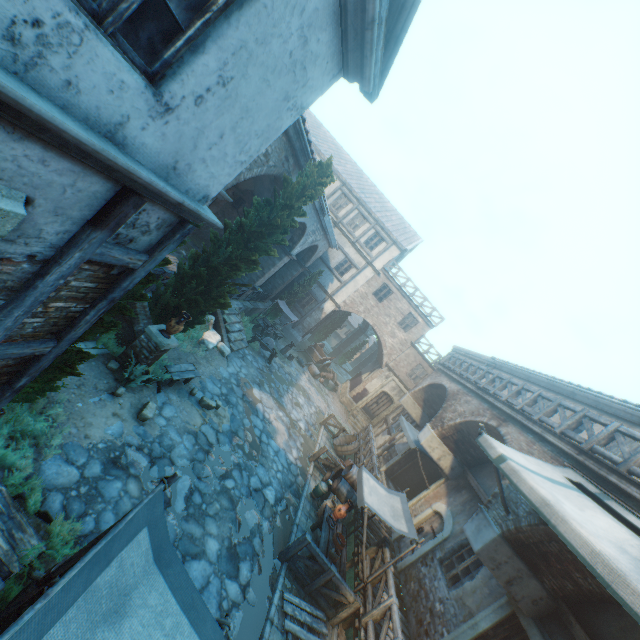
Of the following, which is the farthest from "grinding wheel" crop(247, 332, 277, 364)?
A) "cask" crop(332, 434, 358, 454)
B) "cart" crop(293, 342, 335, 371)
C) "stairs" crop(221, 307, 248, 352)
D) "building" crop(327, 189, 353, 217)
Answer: "cart" crop(293, 342, 335, 371)

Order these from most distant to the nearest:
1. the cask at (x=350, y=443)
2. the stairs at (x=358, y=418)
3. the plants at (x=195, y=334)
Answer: the stairs at (x=358, y=418)
the cask at (x=350, y=443)
the plants at (x=195, y=334)

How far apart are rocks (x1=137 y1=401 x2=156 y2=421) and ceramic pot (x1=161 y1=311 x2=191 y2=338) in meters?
1.6

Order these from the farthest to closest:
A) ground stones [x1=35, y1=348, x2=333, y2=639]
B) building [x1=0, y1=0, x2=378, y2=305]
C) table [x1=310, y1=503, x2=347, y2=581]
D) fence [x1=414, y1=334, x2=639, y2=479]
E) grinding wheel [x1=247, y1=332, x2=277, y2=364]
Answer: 1. grinding wheel [x1=247, y1=332, x2=277, y2=364]
2. table [x1=310, y1=503, x2=347, y2=581]
3. fence [x1=414, y1=334, x2=639, y2=479]
4. ground stones [x1=35, y1=348, x2=333, y2=639]
5. building [x1=0, y1=0, x2=378, y2=305]

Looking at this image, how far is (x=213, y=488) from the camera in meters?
8.1

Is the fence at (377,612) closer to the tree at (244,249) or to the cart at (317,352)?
the tree at (244,249)

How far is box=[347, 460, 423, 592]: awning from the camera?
8.21m

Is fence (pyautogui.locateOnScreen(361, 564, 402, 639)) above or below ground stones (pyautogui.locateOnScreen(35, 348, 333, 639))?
above
